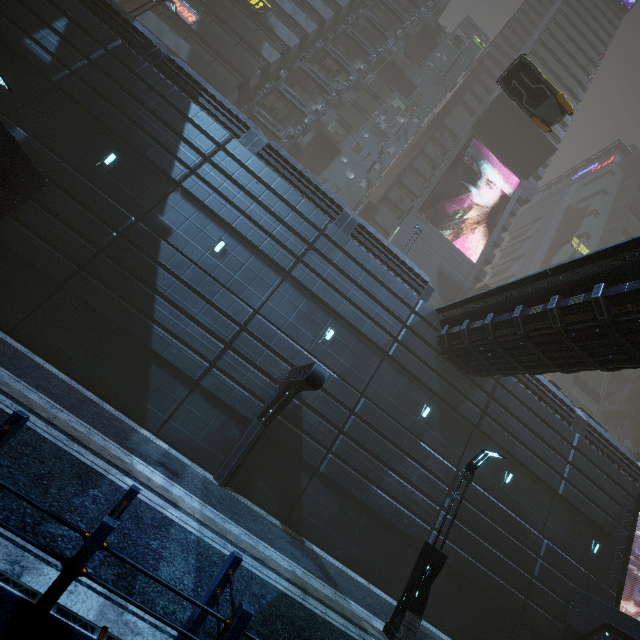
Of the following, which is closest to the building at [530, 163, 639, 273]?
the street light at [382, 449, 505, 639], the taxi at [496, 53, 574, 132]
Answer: the street light at [382, 449, 505, 639]

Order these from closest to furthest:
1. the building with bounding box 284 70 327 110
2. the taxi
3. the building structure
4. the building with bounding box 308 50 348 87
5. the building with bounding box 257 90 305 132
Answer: the taxi
the building structure
the building with bounding box 257 90 305 132
the building with bounding box 284 70 327 110
the building with bounding box 308 50 348 87

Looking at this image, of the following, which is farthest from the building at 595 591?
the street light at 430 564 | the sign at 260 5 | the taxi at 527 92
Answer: the taxi at 527 92

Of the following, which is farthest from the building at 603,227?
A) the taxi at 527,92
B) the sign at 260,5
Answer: the taxi at 527,92

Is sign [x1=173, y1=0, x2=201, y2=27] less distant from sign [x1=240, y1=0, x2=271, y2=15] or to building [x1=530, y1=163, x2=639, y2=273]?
building [x1=530, y1=163, x2=639, y2=273]

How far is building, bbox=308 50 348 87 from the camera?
33.8 meters

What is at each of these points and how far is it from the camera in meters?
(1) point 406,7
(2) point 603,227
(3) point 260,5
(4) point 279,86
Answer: (1) building, 40.4
(2) building, 56.2
(3) sign, 28.9
(4) building structure, 29.4

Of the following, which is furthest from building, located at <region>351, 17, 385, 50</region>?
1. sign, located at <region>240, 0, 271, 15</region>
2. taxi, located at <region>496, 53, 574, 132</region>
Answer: taxi, located at <region>496, 53, 574, 132</region>
